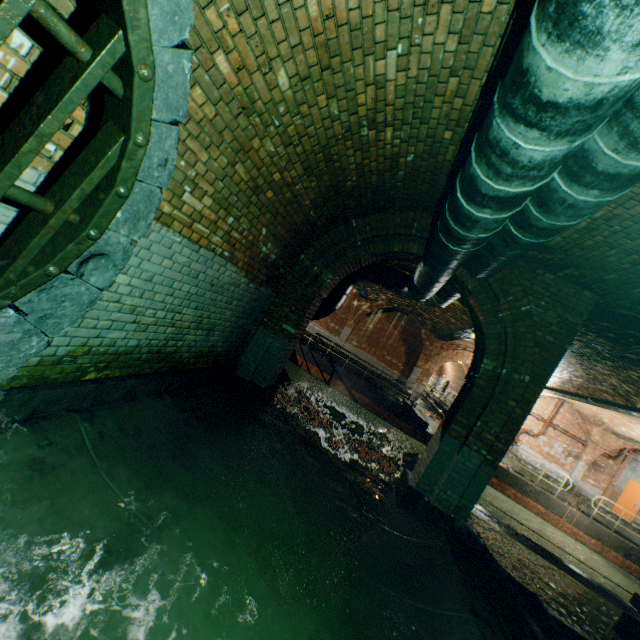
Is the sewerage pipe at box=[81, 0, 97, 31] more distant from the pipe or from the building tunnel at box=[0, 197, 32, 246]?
the pipe

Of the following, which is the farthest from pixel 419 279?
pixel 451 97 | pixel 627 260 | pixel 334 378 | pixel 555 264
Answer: pixel 334 378

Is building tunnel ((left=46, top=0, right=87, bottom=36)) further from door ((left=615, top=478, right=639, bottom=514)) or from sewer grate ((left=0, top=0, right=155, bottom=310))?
door ((left=615, top=478, right=639, bottom=514))

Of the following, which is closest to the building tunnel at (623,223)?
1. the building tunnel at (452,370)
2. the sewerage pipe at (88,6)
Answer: the sewerage pipe at (88,6)

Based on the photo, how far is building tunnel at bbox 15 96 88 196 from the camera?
1.86m

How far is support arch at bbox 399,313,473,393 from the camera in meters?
18.5

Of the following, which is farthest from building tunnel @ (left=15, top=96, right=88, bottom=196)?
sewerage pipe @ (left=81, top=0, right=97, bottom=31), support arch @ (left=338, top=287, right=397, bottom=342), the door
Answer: the door

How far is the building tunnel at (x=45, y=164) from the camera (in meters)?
1.86
